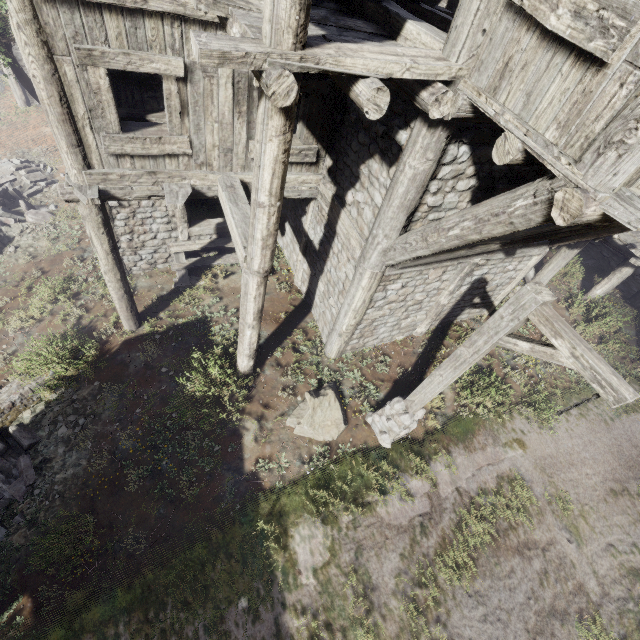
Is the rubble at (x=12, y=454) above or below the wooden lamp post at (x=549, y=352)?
below

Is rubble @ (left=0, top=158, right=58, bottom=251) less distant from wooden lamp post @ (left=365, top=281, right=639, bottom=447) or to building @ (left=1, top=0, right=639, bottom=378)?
building @ (left=1, top=0, right=639, bottom=378)

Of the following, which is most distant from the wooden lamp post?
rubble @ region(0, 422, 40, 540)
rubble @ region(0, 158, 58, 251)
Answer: rubble @ region(0, 158, 58, 251)

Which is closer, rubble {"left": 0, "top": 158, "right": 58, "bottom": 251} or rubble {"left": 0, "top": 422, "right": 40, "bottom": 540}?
rubble {"left": 0, "top": 422, "right": 40, "bottom": 540}

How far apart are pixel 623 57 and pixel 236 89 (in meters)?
4.96

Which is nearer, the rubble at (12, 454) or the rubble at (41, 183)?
the rubble at (12, 454)

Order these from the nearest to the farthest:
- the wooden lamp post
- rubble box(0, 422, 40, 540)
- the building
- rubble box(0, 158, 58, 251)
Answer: the building → the wooden lamp post → rubble box(0, 422, 40, 540) → rubble box(0, 158, 58, 251)
